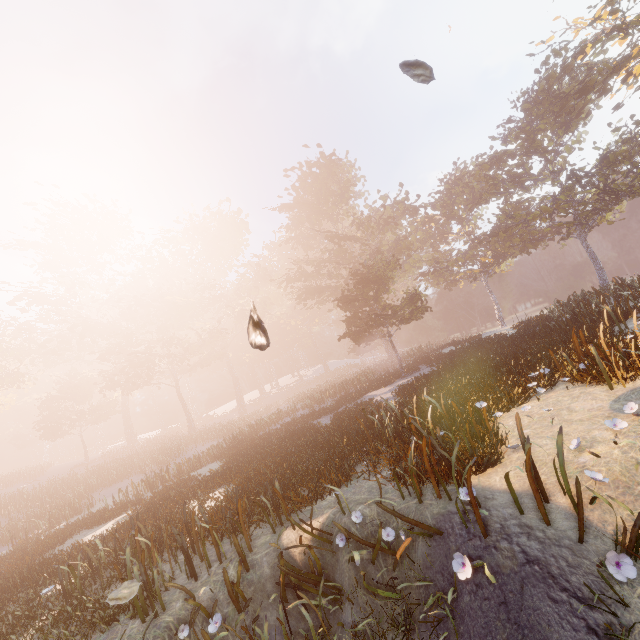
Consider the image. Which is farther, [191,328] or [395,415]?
[191,328]
